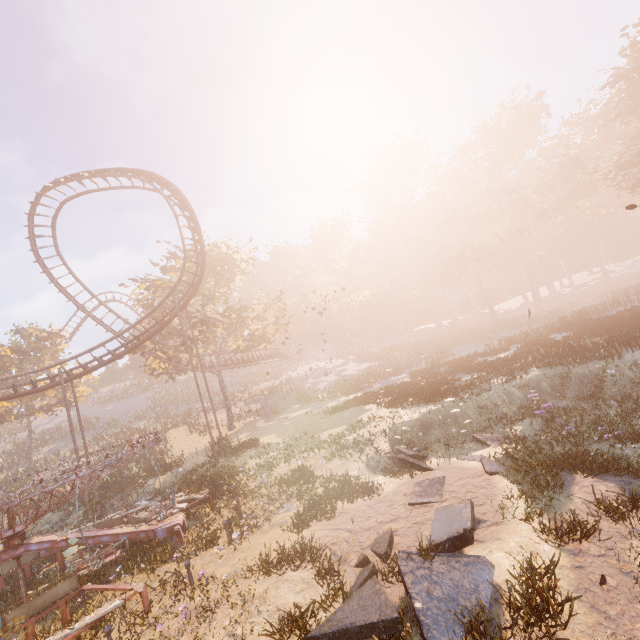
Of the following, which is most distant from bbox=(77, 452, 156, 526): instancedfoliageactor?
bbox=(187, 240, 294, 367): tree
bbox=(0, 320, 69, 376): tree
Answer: bbox=(0, 320, 69, 376): tree

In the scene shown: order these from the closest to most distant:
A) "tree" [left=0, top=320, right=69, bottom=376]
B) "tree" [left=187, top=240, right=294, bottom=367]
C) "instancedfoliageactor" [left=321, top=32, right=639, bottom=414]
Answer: "instancedfoliageactor" [left=321, top=32, right=639, bottom=414]
"tree" [left=187, top=240, right=294, bottom=367]
"tree" [left=0, top=320, right=69, bottom=376]

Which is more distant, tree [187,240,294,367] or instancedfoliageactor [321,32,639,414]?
tree [187,240,294,367]

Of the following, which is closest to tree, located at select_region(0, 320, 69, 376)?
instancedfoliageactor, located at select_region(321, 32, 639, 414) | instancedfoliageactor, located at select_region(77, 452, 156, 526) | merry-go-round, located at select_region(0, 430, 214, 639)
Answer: Answer: instancedfoliageactor, located at select_region(77, 452, 156, 526)

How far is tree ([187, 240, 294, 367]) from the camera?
30.67m

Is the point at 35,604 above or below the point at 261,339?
below

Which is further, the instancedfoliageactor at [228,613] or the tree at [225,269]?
the tree at [225,269]

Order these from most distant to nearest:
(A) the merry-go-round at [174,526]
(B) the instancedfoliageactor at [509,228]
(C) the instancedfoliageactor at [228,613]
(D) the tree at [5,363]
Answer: (D) the tree at [5,363] → (B) the instancedfoliageactor at [509,228] → (A) the merry-go-round at [174,526] → (C) the instancedfoliageactor at [228,613]
